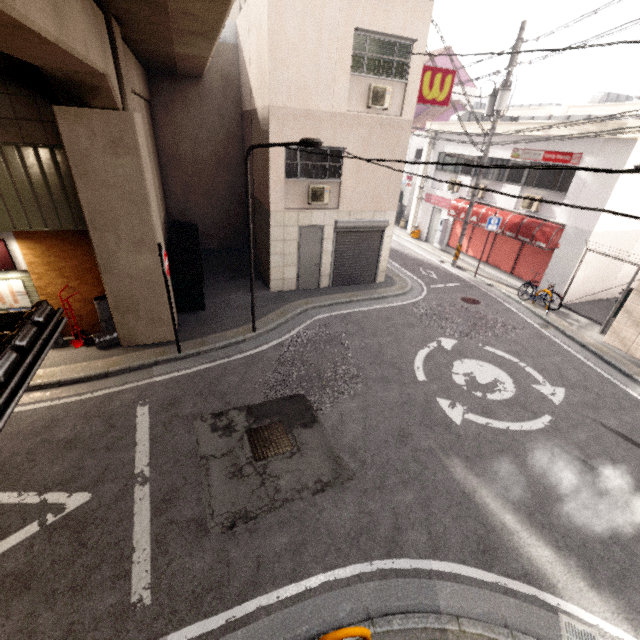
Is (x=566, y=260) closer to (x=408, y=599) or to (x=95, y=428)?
(x=408, y=599)

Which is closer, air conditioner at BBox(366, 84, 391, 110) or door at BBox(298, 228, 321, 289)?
air conditioner at BBox(366, 84, 391, 110)

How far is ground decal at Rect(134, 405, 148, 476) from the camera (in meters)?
5.85

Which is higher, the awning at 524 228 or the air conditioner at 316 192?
the air conditioner at 316 192

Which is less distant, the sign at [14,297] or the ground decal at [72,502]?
the ground decal at [72,502]

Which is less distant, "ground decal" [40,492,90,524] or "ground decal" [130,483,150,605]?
"ground decal" [130,483,150,605]

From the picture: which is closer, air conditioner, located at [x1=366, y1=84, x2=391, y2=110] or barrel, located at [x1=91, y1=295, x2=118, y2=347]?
barrel, located at [x1=91, y1=295, x2=118, y2=347]

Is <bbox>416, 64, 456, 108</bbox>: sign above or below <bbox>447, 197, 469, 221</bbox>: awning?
above
